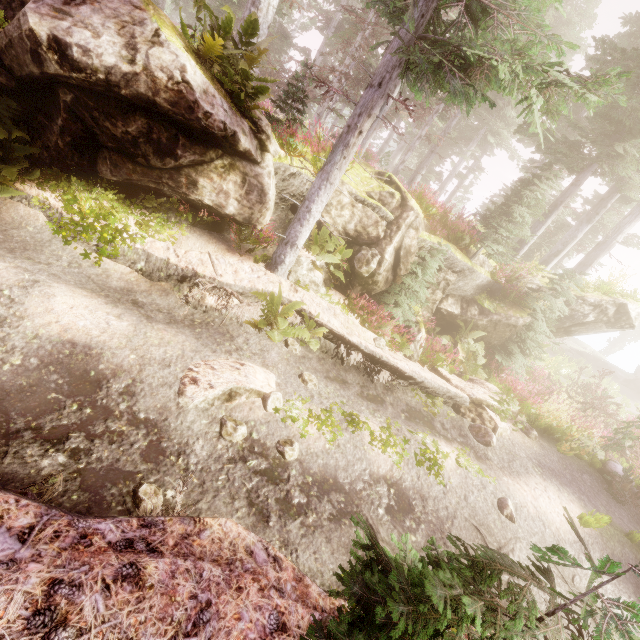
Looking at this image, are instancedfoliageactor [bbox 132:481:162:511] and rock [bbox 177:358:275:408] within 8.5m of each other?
yes

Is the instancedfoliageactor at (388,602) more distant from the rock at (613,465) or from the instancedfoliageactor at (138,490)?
the instancedfoliageactor at (138,490)

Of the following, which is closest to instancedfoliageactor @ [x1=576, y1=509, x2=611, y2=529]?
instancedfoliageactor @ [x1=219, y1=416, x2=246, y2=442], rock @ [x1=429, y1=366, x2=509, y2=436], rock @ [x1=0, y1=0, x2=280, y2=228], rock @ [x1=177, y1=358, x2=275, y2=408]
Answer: rock @ [x1=0, y1=0, x2=280, y2=228]

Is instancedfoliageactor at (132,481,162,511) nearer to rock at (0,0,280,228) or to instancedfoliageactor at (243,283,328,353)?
instancedfoliageactor at (243,283,328,353)

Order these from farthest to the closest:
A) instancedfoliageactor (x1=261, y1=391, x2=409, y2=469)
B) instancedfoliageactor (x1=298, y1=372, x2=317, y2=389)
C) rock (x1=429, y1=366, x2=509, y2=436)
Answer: rock (x1=429, y1=366, x2=509, y2=436)
instancedfoliageactor (x1=298, y1=372, x2=317, y2=389)
instancedfoliageactor (x1=261, y1=391, x2=409, y2=469)

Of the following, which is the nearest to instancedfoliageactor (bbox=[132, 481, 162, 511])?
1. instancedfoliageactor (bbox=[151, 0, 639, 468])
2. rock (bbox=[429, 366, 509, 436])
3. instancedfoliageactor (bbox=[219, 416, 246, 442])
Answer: instancedfoliageactor (bbox=[219, 416, 246, 442])

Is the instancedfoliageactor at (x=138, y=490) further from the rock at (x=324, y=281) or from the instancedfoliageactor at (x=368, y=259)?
the rock at (x=324, y=281)

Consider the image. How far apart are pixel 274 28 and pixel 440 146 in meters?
18.6 m
